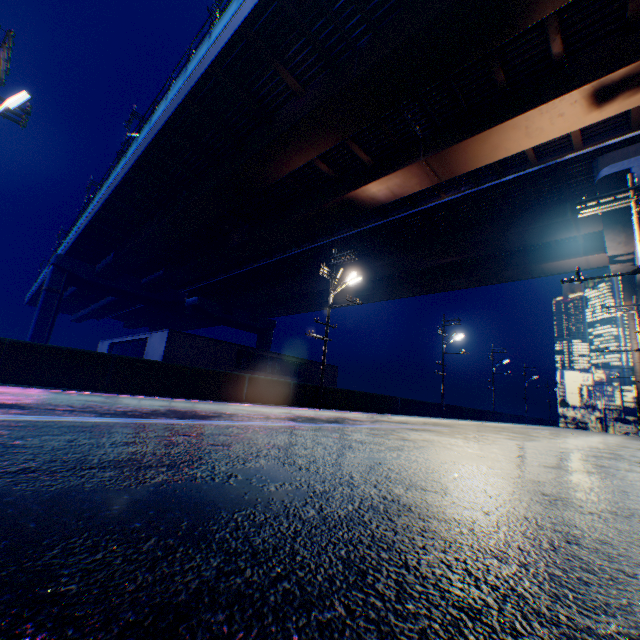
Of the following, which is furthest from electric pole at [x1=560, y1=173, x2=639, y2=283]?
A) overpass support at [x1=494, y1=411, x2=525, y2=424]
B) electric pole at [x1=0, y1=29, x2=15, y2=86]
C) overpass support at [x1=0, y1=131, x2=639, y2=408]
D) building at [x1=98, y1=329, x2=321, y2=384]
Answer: overpass support at [x1=494, y1=411, x2=525, y2=424]

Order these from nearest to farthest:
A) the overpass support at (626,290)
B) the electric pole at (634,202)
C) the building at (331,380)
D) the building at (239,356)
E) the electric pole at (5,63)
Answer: the electric pole at (5,63)
the electric pole at (634,202)
the building at (239,356)
the overpass support at (626,290)
the building at (331,380)

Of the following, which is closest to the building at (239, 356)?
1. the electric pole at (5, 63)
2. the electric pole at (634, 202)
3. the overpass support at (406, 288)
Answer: the overpass support at (406, 288)

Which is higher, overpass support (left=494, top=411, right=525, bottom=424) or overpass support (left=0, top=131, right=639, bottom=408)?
overpass support (left=494, top=411, right=525, bottom=424)

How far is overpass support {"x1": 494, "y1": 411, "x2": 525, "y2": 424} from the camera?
41.9m

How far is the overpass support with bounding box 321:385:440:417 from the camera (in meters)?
19.17

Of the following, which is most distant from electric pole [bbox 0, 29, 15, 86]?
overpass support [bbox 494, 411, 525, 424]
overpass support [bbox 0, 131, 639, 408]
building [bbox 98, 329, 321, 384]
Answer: overpass support [bbox 494, 411, 525, 424]

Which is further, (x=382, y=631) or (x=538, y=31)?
(x=538, y=31)
